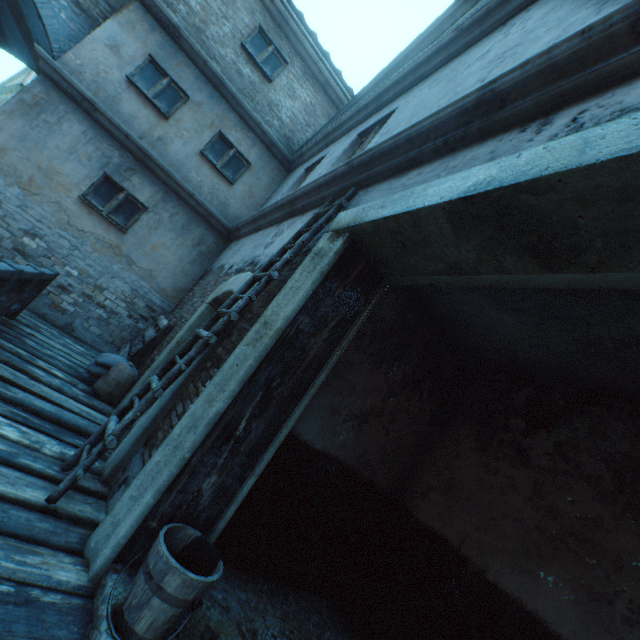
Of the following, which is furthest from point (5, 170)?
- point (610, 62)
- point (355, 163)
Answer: point (610, 62)

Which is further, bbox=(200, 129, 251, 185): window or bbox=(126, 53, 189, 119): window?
bbox=(200, 129, 251, 185): window

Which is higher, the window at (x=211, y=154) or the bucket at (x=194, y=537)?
the window at (x=211, y=154)

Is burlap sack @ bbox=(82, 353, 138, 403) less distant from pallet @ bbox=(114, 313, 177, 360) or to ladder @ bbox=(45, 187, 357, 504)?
pallet @ bbox=(114, 313, 177, 360)

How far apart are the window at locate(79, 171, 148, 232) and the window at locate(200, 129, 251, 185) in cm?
176

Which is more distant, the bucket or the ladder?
the ladder

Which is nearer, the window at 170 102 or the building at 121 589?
the building at 121 589

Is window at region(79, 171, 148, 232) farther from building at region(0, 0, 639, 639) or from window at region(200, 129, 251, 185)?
window at region(200, 129, 251, 185)
